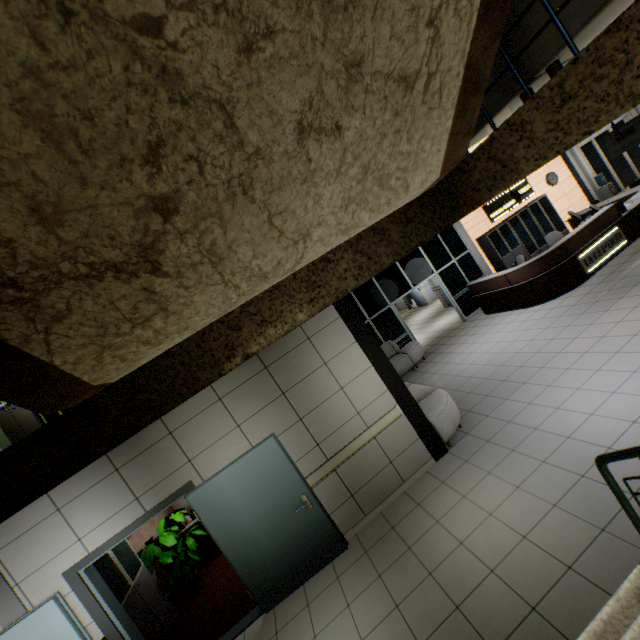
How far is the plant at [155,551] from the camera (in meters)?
5.97

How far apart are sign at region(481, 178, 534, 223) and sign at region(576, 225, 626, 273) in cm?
381

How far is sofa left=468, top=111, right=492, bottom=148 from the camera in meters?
2.1 m

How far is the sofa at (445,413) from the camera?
5.5 meters

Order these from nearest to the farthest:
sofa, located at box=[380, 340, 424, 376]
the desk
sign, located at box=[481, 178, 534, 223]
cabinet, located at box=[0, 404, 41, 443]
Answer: cabinet, located at box=[0, 404, 41, 443] < the desk < sofa, located at box=[380, 340, 424, 376] < sign, located at box=[481, 178, 534, 223]

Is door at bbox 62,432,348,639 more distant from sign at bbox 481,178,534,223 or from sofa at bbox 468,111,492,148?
sign at bbox 481,178,534,223

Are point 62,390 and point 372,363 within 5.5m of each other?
yes

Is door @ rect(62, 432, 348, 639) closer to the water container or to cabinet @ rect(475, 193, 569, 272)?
cabinet @ rect(475, 193, 569, 272)
